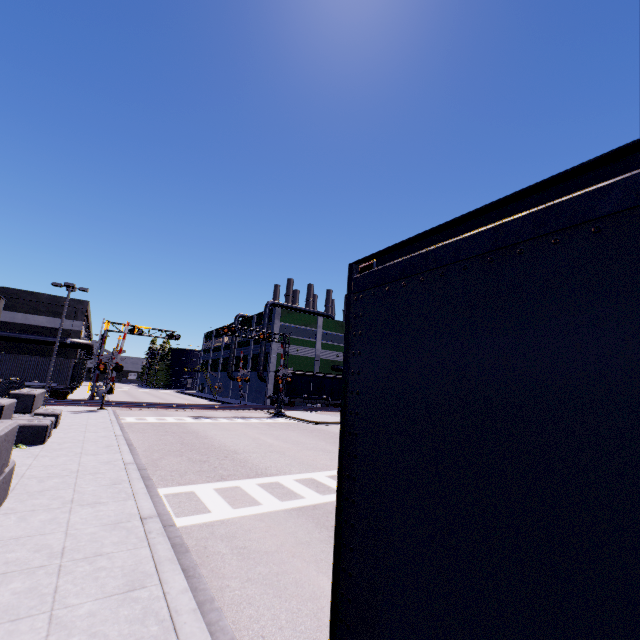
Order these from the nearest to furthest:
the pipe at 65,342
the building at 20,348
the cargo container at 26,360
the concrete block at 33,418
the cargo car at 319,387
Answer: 1. the concrete block at 33,418
2. the cargo container at 26,360
3. the building at 20,348
4. the pipe at 65,342
5. the cargo car at 319,387

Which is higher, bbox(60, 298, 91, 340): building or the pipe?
bbox(60, 298, 91, 340): building

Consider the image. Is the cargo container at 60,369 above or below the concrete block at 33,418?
above

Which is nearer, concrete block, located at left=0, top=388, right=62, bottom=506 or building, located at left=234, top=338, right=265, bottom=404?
concrete block, located at left=0, top=388, right=62, bottom=506

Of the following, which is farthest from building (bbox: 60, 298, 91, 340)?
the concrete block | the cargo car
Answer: the cargo car

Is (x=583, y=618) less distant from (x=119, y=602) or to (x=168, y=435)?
(x=119, y=602)

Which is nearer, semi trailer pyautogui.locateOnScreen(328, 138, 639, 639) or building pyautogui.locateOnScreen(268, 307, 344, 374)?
semi trailer pyautogui.locateOnScreen(328, 138, 639, 639)
